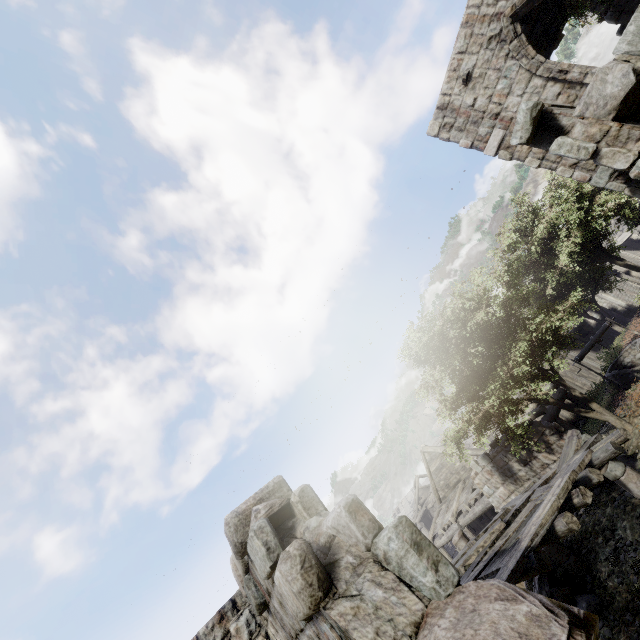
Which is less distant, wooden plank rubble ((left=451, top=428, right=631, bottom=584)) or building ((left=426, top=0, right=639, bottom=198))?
building ((left=426, top=0, right=639, bottom=198))

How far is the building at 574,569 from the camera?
8.68m

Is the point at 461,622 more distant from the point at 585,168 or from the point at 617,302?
the point at 617,302

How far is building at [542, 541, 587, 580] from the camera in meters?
8.7

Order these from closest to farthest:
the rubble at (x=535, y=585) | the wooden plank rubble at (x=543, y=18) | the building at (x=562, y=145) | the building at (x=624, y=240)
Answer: the building at (x=562, y=145) → the rubble at (x=535, y=585) → the wooden plank rubble at (x=543, y=18) → the building at (x=624, y=240)

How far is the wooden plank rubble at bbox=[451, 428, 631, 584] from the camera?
5.1 meters

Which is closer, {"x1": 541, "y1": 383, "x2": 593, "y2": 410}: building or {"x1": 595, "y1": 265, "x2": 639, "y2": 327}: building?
{"x1": 541, "y1": 383, "x2": 593, "y2": 410}: building
